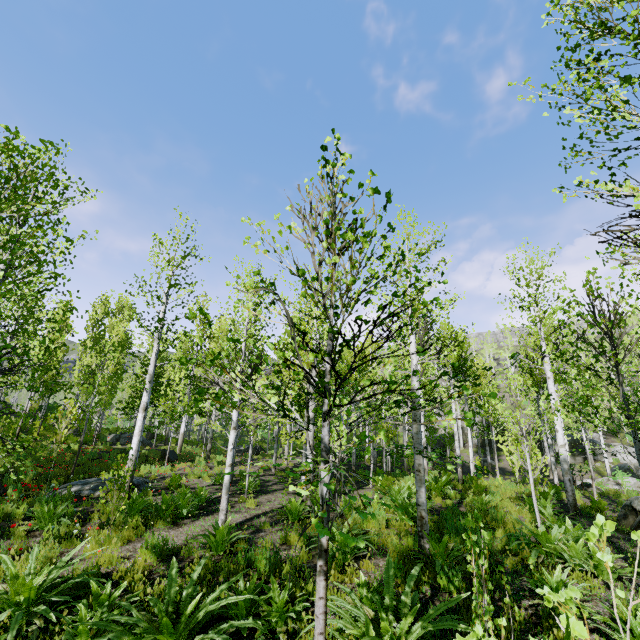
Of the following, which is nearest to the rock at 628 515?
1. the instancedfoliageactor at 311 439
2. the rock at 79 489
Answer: the instancedfoliageactor at 311 439

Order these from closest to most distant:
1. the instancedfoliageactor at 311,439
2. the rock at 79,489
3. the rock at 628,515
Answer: the instancedfoliageactor at 311,439 < the rock at 628,515 < the rock at 79,489

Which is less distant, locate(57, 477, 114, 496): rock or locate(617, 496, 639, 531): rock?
locate(617, 496, 639, 531): rock

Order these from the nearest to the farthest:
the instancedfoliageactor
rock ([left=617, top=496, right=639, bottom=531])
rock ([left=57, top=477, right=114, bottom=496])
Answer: the instancedfoliageactor
rock ([left=617, top=496, right=639, bottom=531])
rock ([left=57, top=477, right=114, bottom=496])

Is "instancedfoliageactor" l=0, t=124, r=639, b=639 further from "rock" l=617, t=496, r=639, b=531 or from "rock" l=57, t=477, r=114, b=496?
"rock" l=617, t=496, r=639, b=531

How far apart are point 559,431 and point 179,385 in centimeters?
1678cm

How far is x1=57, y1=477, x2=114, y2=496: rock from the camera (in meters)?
9.99
